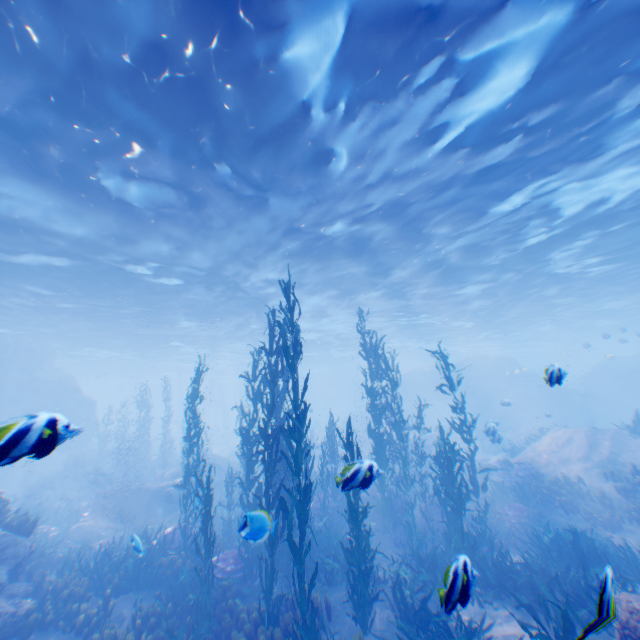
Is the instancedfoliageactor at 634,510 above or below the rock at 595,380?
below

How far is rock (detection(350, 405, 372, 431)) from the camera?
38.8m

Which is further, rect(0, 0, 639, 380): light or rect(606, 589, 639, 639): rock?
rect(0, 0, 639, 380): light

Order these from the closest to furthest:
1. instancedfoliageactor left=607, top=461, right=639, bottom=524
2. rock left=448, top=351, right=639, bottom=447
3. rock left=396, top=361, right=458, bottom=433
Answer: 1. instancedfoliageactor left=607, top=461, right=639, bottom=524
2. rock left=448, top=351, right=639, bottom=447
3. rock left=396, top=361, right=458, bottom=433

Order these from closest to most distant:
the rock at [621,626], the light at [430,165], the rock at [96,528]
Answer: the rock at [621,626] → the light at [430,165] → the rock at [96,528]

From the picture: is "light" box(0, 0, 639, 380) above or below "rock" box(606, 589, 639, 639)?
above

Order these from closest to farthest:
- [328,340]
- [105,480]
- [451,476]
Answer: [451,476], [105,480], [328,340]
